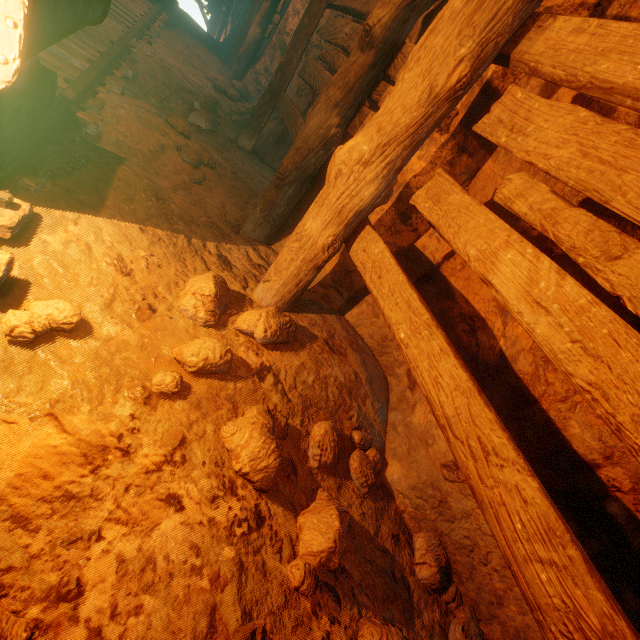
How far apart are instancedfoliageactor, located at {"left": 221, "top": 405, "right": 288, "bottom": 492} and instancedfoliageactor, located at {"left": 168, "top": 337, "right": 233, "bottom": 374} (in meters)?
0.30

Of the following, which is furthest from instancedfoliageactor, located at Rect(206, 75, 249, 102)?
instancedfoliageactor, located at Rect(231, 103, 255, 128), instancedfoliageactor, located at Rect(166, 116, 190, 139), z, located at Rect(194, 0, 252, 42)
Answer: z, located at Rect(194, 0, 252, 42)

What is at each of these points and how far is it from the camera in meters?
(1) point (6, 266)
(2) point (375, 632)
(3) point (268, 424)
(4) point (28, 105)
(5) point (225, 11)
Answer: (1) tracks, 1.5
(2) instancedfoliageactor, 1.4
(3) instancedfoliageactor, 1.8
(4) tracks, 1.8
(5) z, 14.7

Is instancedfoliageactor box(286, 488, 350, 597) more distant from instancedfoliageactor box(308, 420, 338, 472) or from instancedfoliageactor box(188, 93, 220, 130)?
instancedfoliageactor box(188, 93, 220, 130)

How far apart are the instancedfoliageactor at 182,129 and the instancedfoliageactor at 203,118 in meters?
0.9 m

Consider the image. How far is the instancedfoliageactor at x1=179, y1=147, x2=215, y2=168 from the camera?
3.4m

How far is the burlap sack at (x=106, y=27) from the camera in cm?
419

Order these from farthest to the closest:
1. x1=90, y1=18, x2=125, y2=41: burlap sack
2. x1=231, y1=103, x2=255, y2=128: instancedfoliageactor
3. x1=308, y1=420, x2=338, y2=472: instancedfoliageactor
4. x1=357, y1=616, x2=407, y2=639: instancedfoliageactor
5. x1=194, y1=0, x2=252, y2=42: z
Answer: x1=194, y1=0, x2=252, y2=42: z → x1=231, y1=103, x2=255, y2=128: instancedfoliageactor → x1=90, y1=18, x2=125, y2=41: burlap sack → x1=308, y1=420, x2=338, y2=472: instancedfoliageactor → x1=357, y1=616, x2=407, y2=639: instancedfoliageactor
